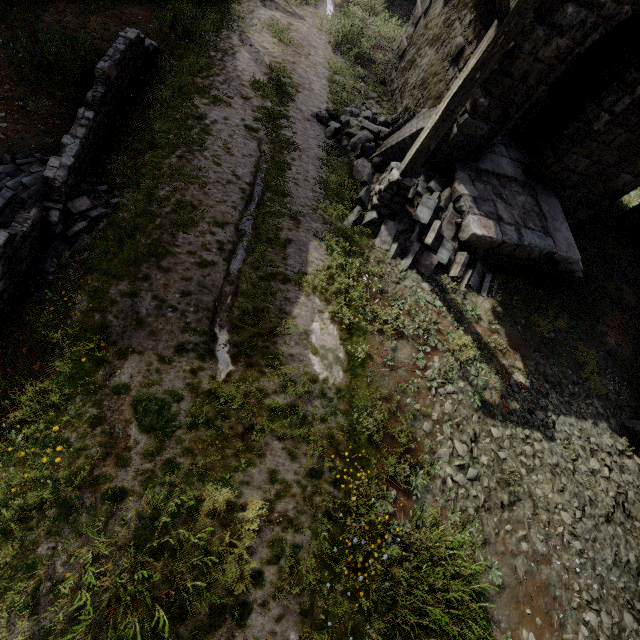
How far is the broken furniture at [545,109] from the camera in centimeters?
901cm

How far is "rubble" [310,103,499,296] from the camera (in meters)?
7.41

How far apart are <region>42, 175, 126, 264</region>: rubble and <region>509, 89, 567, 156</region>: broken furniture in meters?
11.0

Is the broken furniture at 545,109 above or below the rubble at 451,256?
above

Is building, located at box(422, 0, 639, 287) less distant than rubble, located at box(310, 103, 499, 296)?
Yes

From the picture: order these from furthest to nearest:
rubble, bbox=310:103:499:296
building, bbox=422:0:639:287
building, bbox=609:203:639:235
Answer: building, bbox=609:203:639:235
rubble, bbox=310:103:499:296
building, bbox=422:0:639:287

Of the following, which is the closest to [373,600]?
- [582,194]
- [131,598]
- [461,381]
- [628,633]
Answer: [131,598]

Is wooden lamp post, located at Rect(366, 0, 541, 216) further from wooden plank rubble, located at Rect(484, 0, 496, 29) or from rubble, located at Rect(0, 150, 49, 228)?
rubble, located at Rect(0, 150, 49, 228)
